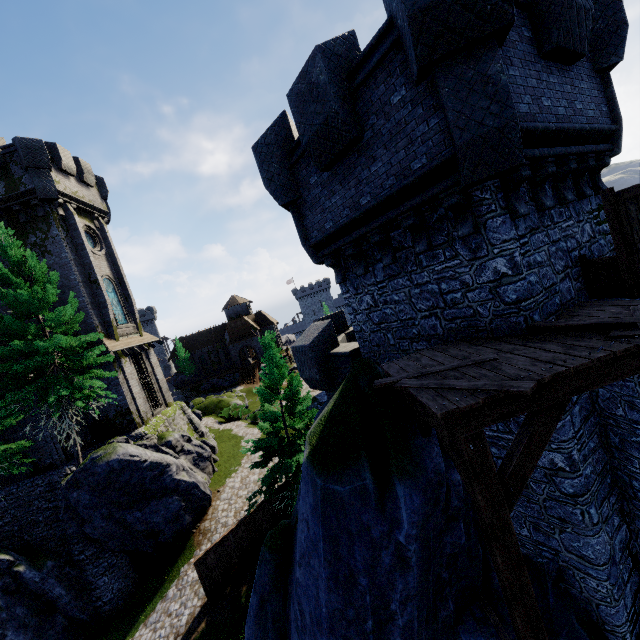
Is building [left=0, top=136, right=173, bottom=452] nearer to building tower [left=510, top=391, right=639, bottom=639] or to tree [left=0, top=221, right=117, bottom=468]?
tree [left=0, top=221, right=117, bottom=468]

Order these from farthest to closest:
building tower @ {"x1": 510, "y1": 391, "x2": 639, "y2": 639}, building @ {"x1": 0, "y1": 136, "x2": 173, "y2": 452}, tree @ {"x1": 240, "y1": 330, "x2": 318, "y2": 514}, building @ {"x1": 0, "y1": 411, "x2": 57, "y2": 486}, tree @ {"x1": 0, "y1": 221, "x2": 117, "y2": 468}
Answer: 1. building @ {"x1": 0, "y1": 136, "x2": 173, "y2": 452}
2. building @ {"x1": 0, "y1": 411, "x2": 57, "y2": 486}
3. tree @ {"x1": 240, "y1": 330, "x2": 318, "y2": 514}
4. tree @ {"x1": 0, "y1": 221, "x2": 117, "y2": 468}
5. building tower @ {"x1": 510, "y1": 391, "x2": 639, "y2": 639}

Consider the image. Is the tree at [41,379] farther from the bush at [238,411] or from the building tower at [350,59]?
the bush at [238,411]

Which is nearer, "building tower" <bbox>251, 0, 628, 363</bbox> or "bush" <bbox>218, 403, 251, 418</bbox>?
"building tower" <bbox>251, 0, 628, 363</bbox>

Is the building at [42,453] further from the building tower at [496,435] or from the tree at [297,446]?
the building tower at [496,435]

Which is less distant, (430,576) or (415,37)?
(415,37)

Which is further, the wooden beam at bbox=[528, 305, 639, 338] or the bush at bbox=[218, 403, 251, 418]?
the bush at bbox=[218, 403, 251, 418]

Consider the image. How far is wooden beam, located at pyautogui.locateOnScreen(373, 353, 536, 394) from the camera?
3.7 meters
